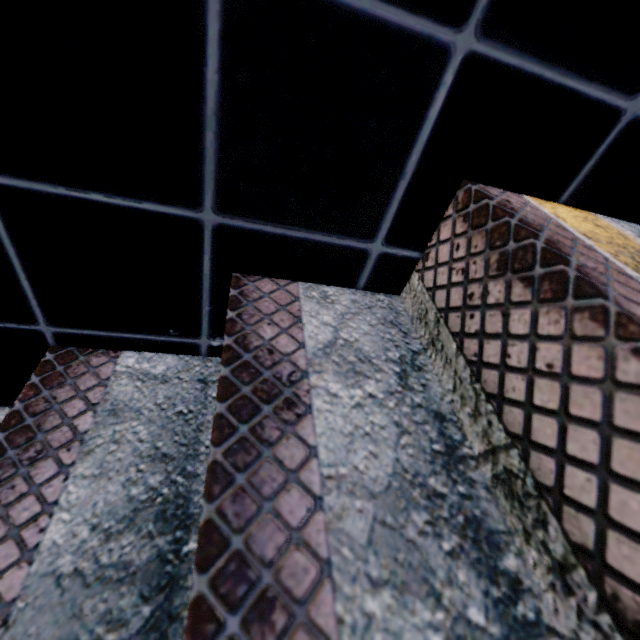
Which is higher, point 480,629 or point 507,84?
point 507,84
